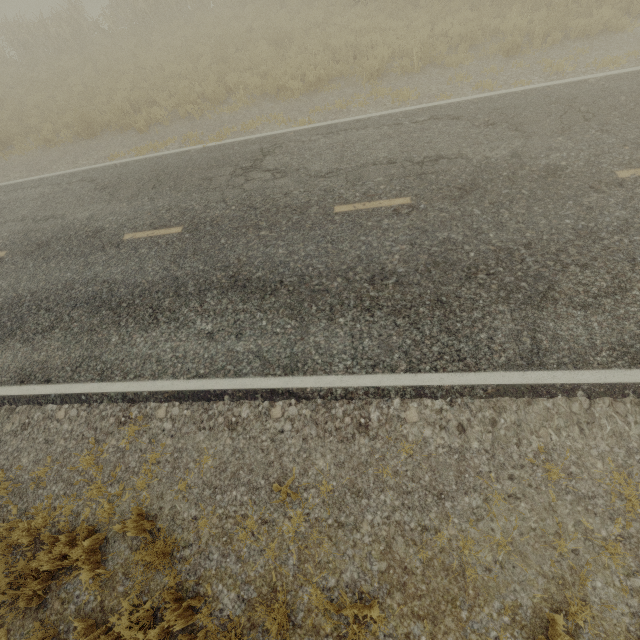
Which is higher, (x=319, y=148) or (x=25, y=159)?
(x=319, y=148)

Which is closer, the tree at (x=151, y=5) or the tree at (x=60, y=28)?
the tree at (x=151, y=5)

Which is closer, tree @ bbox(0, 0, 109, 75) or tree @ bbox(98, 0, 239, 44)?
tree @ bbox(98, 0, 239, 44)
